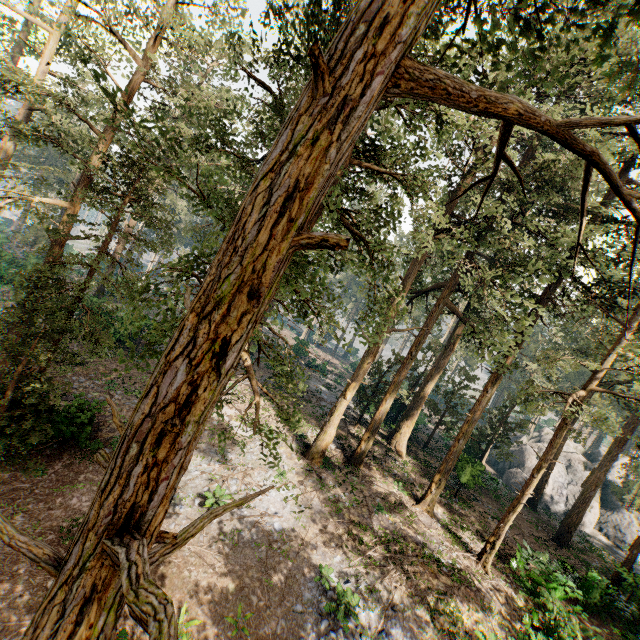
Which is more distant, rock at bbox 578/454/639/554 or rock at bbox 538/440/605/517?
rock at bbox 538/440/605/517

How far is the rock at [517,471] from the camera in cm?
3597

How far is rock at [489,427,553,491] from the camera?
35.97m

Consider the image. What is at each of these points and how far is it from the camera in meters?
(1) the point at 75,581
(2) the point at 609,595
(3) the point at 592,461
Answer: (1) foliage, 2.8 m
(2) foliage, 17.6 m
(3) rock, 41.5 m

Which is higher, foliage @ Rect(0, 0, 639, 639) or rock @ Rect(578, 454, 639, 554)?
foliage @ Rect(0, 0, 639, 639)

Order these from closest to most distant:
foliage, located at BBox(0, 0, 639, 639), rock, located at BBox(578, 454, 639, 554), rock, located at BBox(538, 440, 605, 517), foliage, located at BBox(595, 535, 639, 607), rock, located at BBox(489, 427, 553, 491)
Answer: foliage, located at BBox(0, 0, 639, 639) < foliage, located at BBox(595, 535, 639, 607) < rock, located at BBox(578, 454, 639, 554) < rock, located at BBox(538, 440, 605, 517) < rock, located at BBox(489, 427, 553, 491)
